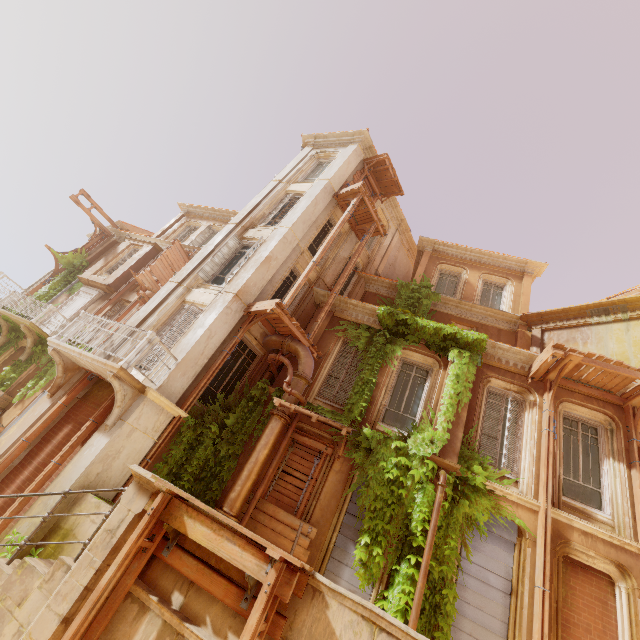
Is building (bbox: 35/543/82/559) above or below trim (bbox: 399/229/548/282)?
below

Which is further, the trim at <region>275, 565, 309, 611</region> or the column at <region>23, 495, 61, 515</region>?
the column at <region>23, 495, 61, 515</region>

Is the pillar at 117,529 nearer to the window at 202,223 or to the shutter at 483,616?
the shutter at 483,616

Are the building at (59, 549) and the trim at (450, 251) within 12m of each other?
no

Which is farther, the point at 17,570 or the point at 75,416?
the point at 75,416

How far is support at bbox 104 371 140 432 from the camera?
7.7 meters

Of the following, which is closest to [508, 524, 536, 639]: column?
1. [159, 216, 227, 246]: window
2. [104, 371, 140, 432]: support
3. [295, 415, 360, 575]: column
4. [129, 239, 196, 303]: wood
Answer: [295, 415, 360, 575]: column

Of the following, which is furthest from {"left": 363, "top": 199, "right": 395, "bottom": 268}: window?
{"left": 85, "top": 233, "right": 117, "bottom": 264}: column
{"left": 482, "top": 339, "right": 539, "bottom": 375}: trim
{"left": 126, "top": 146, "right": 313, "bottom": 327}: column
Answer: {"left": 85, "top": 233, "right": 117, "bottom": 264}: column
